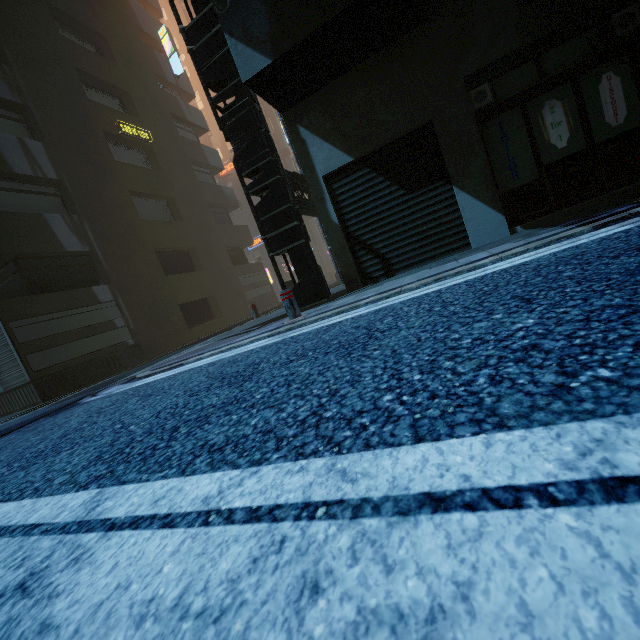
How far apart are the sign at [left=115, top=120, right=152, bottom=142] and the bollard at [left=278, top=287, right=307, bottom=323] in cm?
1690

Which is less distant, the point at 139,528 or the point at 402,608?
the point at 402,608

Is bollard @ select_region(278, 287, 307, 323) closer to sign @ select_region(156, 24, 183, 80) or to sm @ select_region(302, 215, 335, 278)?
sign @ select_region(156, 24, 183, 80)

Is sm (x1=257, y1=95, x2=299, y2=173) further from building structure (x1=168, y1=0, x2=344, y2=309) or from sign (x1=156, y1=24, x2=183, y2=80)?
building structure (x1=168, y1=0, x2=344, y2=309)

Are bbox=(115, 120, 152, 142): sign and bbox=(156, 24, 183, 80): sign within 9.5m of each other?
yes

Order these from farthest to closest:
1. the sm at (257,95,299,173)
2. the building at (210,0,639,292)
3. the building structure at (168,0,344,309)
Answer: the sm at (257,95,299,173) < the building structure at (168,0,344,309) < the building at (210,0,639,292)

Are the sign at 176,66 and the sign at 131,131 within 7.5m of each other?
yes

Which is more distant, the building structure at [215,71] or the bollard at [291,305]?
the building structure at [215,71]
